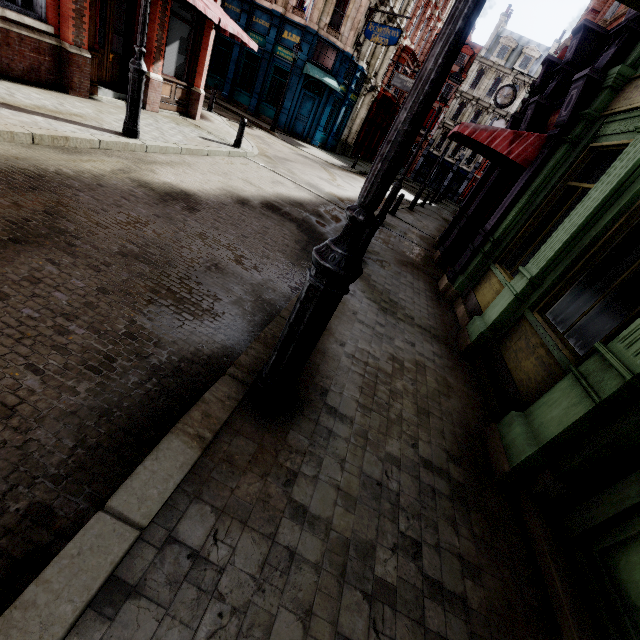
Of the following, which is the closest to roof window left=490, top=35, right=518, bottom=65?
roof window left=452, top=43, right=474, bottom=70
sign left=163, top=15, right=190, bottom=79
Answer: roof window left=452, top=43, right=474, bottom=70

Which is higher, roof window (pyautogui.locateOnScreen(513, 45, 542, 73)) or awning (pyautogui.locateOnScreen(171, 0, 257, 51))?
roof window (pyautogui.locateOnScreen(513, 45, 542, 73))

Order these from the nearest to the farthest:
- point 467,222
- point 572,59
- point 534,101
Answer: point 572,59 < point 534,101 < point 467,222

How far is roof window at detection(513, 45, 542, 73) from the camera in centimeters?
4059cm

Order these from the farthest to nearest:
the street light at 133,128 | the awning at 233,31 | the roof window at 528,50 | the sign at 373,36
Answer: the roof window at 528,50, the sign at 373,36, the awning at 233,31, the street light at 133,128

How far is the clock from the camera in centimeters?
1599cm

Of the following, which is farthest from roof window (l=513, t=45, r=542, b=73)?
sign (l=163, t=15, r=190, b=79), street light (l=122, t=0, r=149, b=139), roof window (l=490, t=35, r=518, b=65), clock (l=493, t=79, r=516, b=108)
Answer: street light (l=122, t=0, r=149, b=139)

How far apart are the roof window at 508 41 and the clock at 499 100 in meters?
36.9
